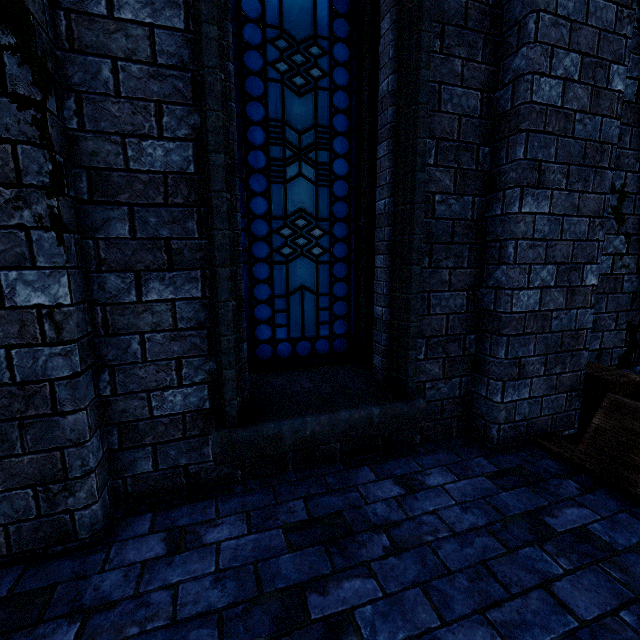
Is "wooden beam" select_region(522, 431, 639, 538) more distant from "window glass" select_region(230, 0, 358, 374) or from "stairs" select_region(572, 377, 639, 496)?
→ "window glass" select_region(230, 0, 358, 374)

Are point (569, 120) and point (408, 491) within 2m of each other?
no

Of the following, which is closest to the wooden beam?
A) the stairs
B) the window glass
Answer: the stairs

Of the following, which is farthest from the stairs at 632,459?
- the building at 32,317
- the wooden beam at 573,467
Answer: the building at 32,317

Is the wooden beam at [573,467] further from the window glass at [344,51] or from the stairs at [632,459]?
the window glass at [344,51]

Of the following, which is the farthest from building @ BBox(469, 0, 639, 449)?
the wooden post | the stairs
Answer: the stairs

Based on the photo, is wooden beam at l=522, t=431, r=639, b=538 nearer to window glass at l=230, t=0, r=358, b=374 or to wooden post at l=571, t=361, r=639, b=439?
wooden post at l=571, t=361, r=639, b=439

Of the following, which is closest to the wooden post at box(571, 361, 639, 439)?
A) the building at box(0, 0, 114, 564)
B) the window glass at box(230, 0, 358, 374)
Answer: the building at box(0, 0, 114, 564)
